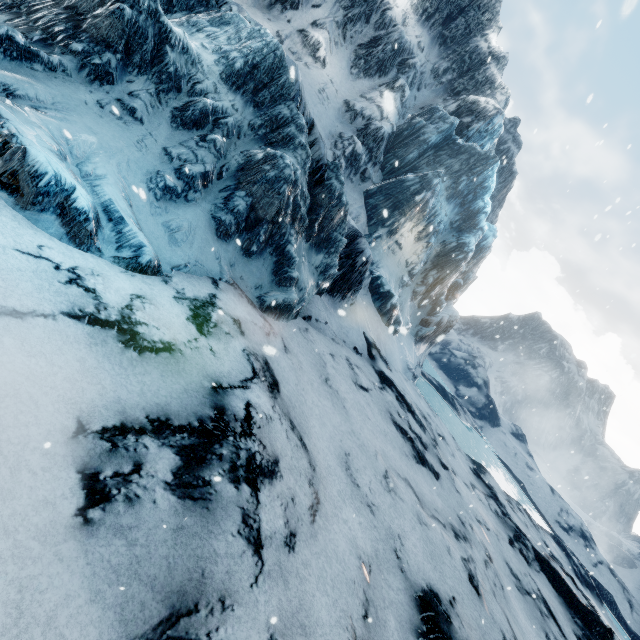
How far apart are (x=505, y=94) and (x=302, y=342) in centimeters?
3367cm
